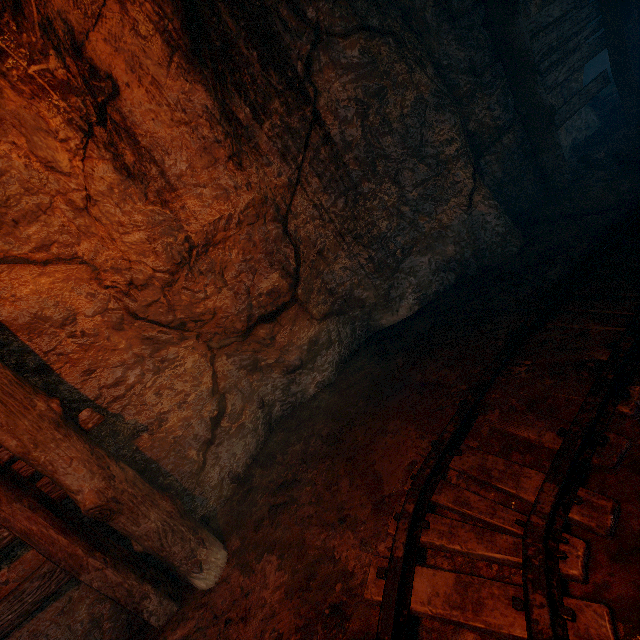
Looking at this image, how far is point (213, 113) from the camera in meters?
2.9

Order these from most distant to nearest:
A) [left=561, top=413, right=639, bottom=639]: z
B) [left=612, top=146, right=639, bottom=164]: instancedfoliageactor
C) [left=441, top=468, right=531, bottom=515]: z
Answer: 1. [left=612, top=146, right=639, bottom=164]: instancedfoliageactor
2. [left=441, top=468, right=531, bottom=515]: z
3. [left=561, top=413, right=639, bottom=639]: z

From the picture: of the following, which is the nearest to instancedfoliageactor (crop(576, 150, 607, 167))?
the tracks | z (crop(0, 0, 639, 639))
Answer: z (crop(0, 0, 639, 639))

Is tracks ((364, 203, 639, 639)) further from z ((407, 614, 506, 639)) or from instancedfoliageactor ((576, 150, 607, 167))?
instancedfoliageactor ((576, 150, 607, 167))

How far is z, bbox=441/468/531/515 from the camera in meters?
1.9

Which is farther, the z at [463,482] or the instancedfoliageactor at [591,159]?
the instancedfoliageactor at [591,159]

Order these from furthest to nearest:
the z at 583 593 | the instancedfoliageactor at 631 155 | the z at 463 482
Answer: the instancedfoliageactor at 631 155
the z at 463 482
the z at 583 593
